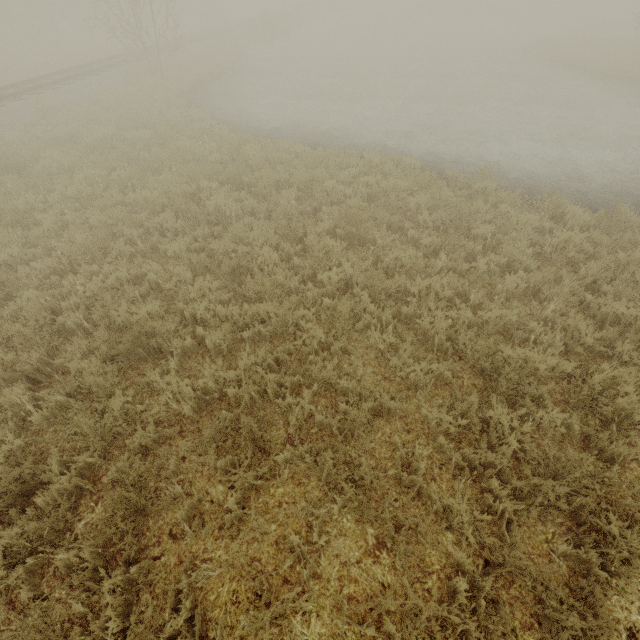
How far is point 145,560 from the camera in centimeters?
302cm
